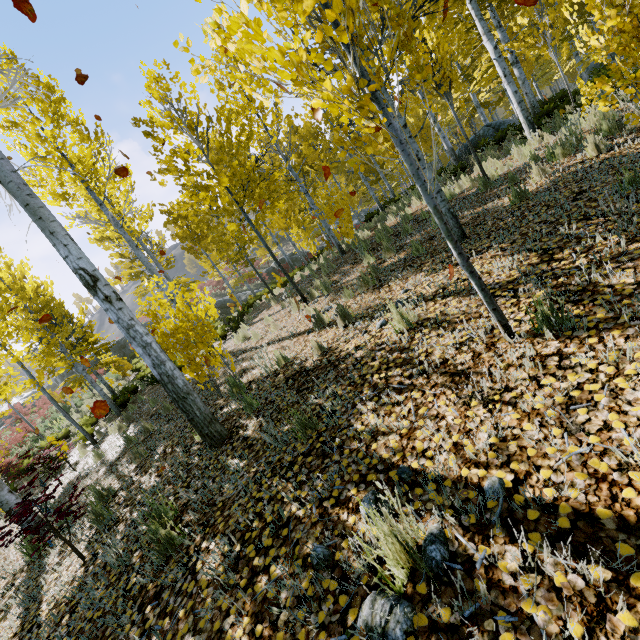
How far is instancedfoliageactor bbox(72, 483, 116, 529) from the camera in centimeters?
428cm

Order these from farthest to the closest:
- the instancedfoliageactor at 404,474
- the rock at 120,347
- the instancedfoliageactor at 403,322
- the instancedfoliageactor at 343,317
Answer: the rock at 120,347
the instancedfoliageactor at 343,317
the instancedfoliageactor at 403,322
the instancedfoliageactor at 404,474

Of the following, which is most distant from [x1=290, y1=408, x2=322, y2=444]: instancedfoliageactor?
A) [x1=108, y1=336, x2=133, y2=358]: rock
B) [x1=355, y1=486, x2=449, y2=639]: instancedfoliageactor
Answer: [x1=108, y1=336, x2=133, y2=358]: rock

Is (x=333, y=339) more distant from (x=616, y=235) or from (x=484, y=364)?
(x=616, y=235)

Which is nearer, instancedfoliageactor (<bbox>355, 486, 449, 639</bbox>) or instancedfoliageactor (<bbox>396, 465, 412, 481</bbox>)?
instancedfoliageactor (<bbox>355, 486, 449, 639</bbox>)

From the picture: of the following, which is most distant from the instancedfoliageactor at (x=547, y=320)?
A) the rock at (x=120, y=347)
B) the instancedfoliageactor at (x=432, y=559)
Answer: the rock at (x=120, y=347)
